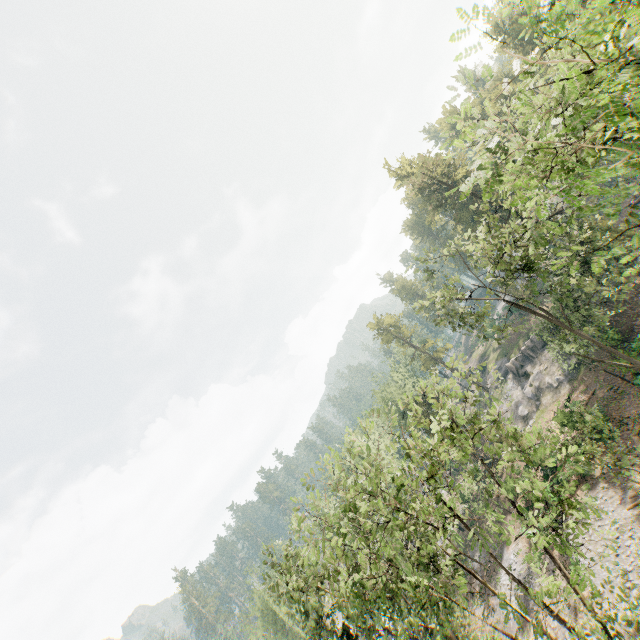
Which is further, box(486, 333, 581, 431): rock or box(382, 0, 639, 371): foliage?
box(486, 333, 581, 431): rock

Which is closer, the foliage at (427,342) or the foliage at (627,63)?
the foliage at (627,63)

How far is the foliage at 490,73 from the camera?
6.4 meters

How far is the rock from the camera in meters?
40.0

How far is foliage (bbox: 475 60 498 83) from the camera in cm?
638

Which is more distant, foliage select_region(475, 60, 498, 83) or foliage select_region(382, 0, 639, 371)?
foliage select_region(475, 60, 498, 83)

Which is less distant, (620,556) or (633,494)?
(620,556)
